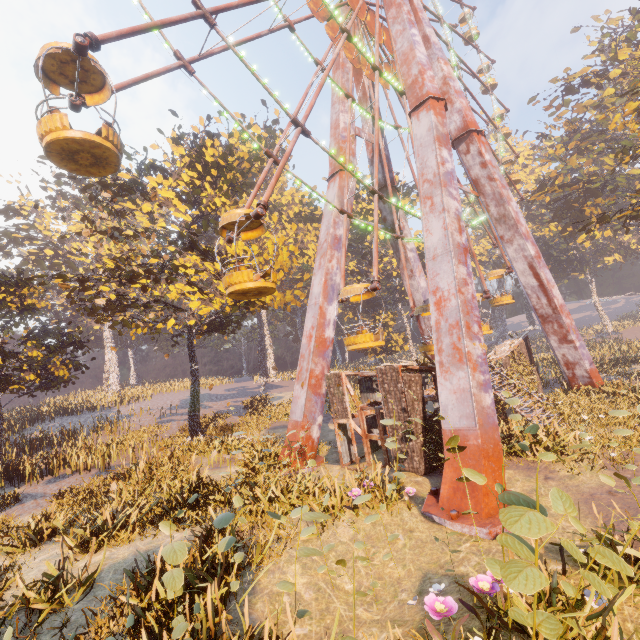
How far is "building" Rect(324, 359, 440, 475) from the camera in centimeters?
1122cm

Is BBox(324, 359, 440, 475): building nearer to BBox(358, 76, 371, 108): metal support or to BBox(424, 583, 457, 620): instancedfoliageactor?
BBox(424, 583, 457, 620): instancedfoliageactor

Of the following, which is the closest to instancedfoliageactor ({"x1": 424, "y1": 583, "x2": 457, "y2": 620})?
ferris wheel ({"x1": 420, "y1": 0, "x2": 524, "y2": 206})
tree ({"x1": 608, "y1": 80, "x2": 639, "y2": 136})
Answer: tree ({"x1": 608, "y1": 80, "x2": 639, "y2": 136})

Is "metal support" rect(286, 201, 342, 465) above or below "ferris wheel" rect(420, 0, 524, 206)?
below

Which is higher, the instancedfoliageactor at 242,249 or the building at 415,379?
the instancedfoliageactor at 242,249

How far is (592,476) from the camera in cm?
922

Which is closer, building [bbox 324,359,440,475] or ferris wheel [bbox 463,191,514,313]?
building [bbox 324,359,440,475]

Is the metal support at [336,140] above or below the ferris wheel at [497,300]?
above
